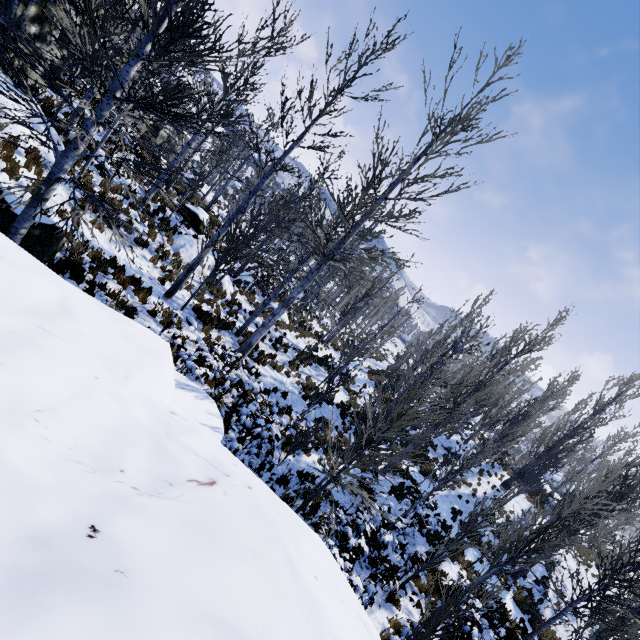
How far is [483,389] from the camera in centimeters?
1280cm

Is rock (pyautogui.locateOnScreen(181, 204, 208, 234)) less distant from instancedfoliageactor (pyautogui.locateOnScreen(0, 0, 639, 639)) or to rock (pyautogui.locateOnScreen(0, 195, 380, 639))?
instancedfoliageactor (pyautogui.locateOnScreen(0, 0, 639, 639))

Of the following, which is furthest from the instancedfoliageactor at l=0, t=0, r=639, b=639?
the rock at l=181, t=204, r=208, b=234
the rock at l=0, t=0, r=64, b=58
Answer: the rock at l=181, t=204, r=208, b=234

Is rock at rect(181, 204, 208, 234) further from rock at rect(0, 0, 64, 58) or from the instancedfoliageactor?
rock at rect(0, 0, 64, 58)

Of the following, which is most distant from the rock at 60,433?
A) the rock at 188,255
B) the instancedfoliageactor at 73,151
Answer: the rock at 188,255

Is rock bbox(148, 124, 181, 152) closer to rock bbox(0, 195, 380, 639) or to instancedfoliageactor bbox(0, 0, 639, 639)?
instancedfoliageactor bbox(0, 0, 639, 639)

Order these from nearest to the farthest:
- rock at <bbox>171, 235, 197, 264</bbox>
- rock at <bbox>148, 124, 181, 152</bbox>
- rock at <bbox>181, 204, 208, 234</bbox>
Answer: rock at <bbox>171, 235, 197, 264</bbox>, rock at <bbox>181, 204, 208, 234</bbox>, rock at <bbox>148, 124, 181, 152</bbox>
